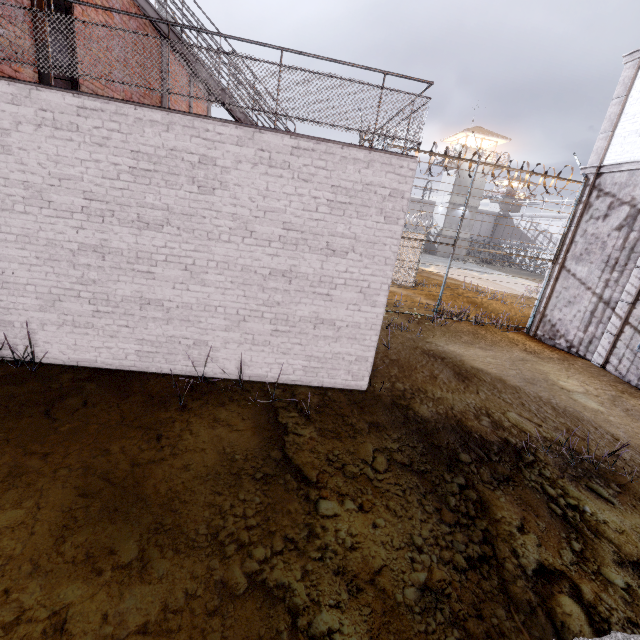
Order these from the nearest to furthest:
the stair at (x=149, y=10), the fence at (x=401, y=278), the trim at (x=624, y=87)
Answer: the stair at (x=149, y=10)
the trim at (x=624, y=87)
the fence at (x=401, y=278)

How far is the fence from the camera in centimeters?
1070cm

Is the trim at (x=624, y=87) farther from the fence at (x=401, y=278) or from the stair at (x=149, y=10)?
the stair at (x=149, y=10)

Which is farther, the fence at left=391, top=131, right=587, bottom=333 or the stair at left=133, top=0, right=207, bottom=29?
the fence at left=391, top=131, right=587, bottom=333

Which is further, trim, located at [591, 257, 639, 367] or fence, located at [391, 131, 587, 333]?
fence, located at [391, 131, 587, 333]

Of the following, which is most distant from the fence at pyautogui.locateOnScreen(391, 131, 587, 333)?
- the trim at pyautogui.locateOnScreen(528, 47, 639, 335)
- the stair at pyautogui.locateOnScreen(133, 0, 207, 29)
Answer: the stair at pyautogui.locateOnScreen(133, 0, 207, 29)

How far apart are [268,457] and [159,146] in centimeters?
462cm

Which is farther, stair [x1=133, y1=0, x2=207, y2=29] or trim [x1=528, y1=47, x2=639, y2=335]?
trim [x1=528, y1=47, x2=639, y2=335]
